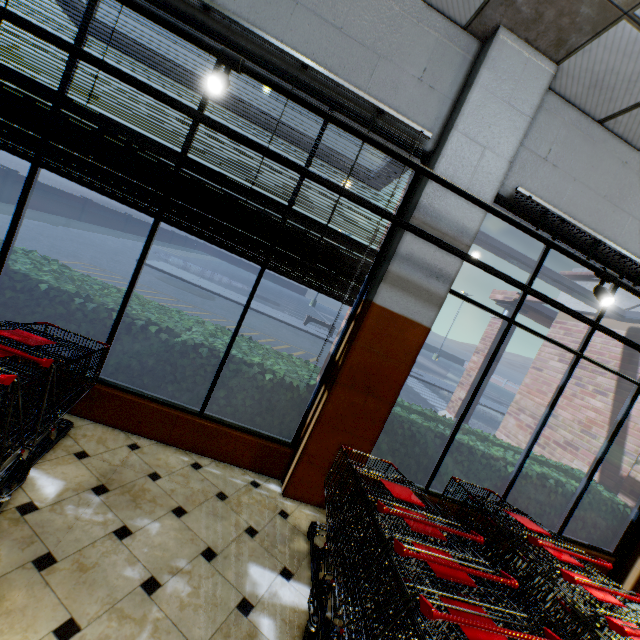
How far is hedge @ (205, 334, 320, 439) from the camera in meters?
3.5

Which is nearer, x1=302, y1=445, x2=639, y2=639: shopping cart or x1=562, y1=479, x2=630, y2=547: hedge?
x1=302, y1=445, x2=639, y2=639: shopping cart

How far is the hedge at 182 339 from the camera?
3.3 meters

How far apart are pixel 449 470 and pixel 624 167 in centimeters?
409cm

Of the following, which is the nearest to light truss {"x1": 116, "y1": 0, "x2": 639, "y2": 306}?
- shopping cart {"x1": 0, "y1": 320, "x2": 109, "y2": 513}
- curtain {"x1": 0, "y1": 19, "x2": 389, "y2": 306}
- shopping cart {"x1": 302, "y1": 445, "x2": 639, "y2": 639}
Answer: curtain {"x1": 0, "y1": 19, "x2": 389, "y2": 306}
